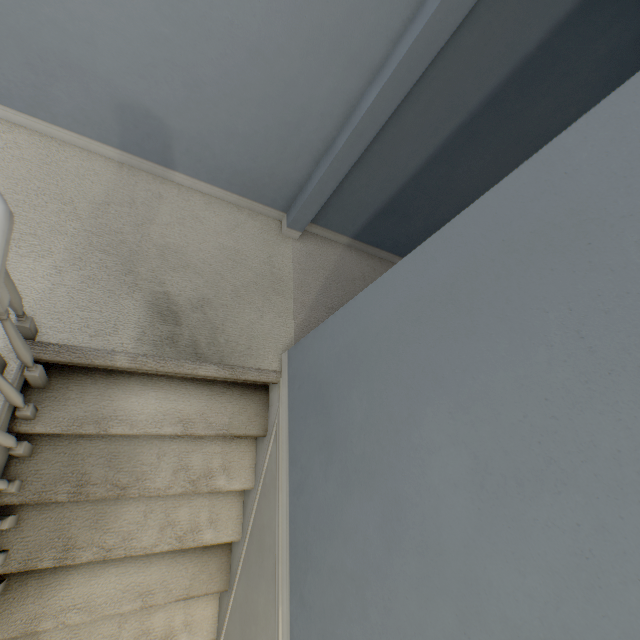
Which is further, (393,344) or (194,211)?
(194,211)
